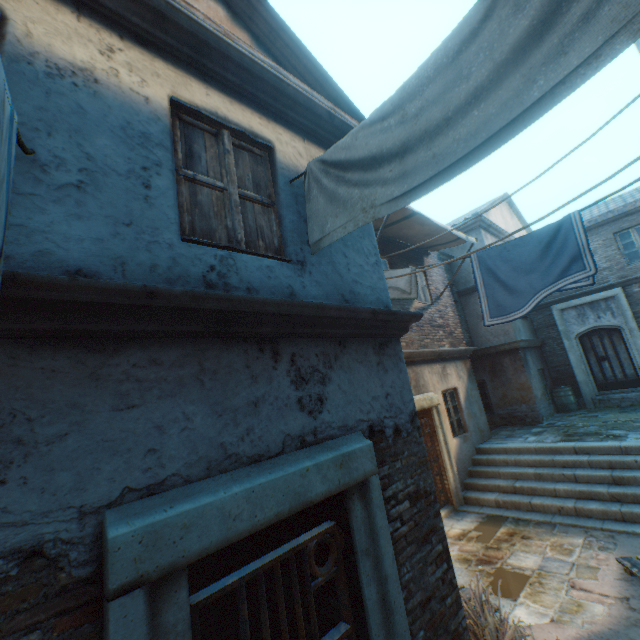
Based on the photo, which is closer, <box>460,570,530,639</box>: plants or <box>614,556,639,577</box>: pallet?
<box>460,570,530,639</box>: plants

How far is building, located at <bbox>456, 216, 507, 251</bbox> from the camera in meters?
12.8 m

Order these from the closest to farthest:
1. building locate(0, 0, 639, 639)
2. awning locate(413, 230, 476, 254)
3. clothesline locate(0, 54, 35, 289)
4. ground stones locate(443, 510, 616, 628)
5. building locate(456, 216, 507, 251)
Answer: clothesline locate(0, 54, 35, 289)
building locate(0, 0, 639, 639)
ground stones locate(443, 510, 616, 628)
awning locate(413, 230, 476, 254)
building locate(456, 216, 507, 251)

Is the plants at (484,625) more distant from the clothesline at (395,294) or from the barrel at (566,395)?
the barrel at (566,395)

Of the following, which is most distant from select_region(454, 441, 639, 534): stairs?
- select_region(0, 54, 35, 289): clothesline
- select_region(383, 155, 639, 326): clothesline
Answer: select_region(0, 54, 35, 289): clothesline

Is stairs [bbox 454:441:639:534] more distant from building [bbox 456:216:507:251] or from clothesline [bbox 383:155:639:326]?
clothesline [bbox 383:155:639:326]

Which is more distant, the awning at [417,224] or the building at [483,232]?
the building at [483,232]

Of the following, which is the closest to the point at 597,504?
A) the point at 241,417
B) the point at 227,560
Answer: the point at 227,560
